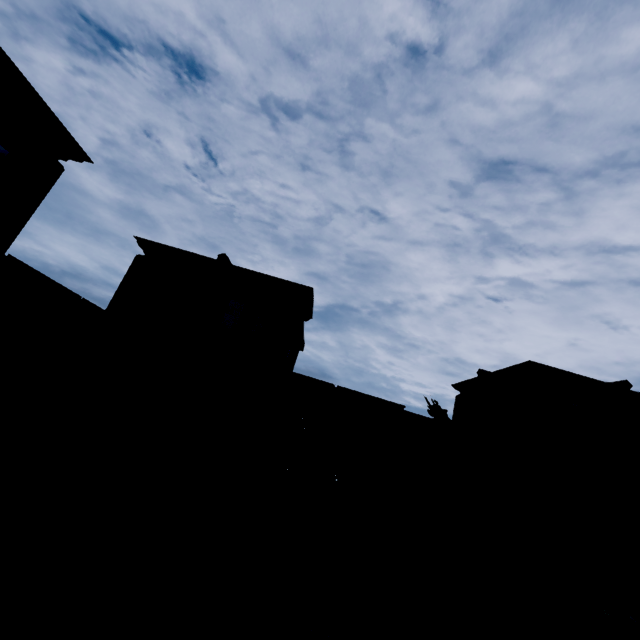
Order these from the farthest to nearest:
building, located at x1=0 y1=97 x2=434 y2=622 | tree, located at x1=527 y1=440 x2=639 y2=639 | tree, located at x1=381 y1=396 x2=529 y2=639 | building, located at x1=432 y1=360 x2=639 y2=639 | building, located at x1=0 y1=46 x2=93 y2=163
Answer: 1. building, located at x1=432 y1=360 x2=639 y2=639
2. building, located at x1=0 y1=97 x2=434 y2=622
3. tree, located at x1=527 y1=440 x2=639 y2=639
4. tree, located at x1=381 y1=396 x2=529 y2=639
5. building, located at x1=0 y1=46 x2=93 y2=163

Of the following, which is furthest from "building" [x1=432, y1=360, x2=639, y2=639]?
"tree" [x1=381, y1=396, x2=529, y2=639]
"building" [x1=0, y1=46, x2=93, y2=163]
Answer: "building" [x1=0, y1=46, x2=93, y2=163]

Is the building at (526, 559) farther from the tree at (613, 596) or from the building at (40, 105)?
the building at (40, 105)

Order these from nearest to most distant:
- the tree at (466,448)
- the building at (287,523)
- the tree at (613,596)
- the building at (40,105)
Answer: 1. the building at (40,105)
2. the tree at (466,448)
3. the tree at (613,596)
4. the building at (287,523)

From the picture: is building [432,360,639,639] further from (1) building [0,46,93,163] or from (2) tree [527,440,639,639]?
(1) building [0,46,93,163]

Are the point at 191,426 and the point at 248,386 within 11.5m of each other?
yes
